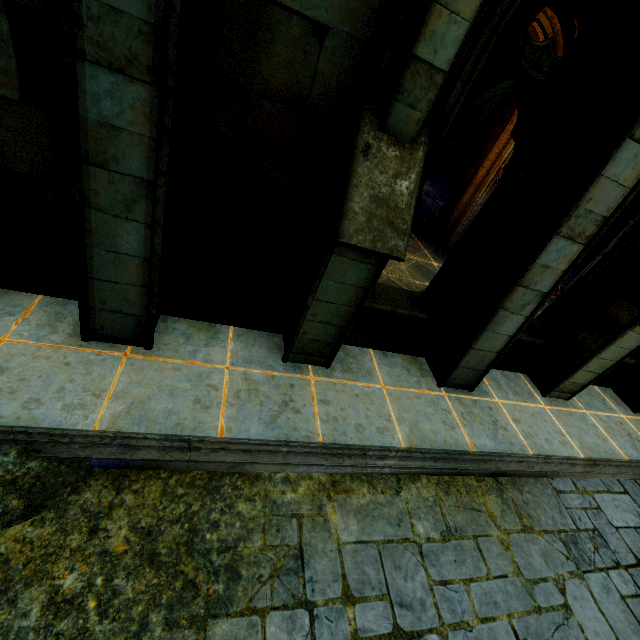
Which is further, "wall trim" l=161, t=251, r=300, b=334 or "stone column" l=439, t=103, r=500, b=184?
"stone column" l=439, t=103, r=500, b=184

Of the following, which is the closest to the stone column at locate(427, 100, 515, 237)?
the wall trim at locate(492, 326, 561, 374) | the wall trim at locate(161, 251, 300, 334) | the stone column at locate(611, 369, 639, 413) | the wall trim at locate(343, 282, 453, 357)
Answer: the wall trim at locate(492, 326, 561, 374)

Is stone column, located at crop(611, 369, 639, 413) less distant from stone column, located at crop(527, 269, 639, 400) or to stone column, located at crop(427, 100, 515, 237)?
stone column, located at crop(527, 269, 639, 400)

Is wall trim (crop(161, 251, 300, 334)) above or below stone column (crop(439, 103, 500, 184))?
below

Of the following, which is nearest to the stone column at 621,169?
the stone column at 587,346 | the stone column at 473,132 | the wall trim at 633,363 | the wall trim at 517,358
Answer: the wall trim at 517,358

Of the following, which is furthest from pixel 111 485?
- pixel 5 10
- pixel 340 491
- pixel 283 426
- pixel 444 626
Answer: pixel 5 10

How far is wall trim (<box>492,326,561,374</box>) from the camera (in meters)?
5.65

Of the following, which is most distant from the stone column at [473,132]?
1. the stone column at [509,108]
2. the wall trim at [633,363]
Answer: the wall trim at [633,363]
